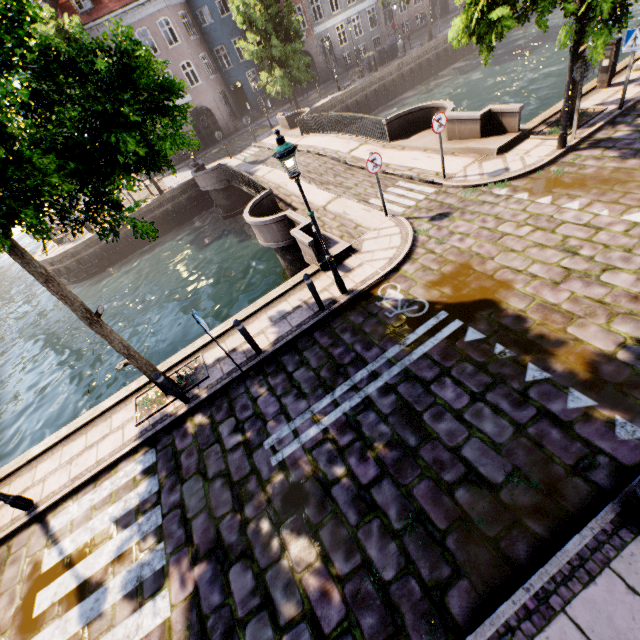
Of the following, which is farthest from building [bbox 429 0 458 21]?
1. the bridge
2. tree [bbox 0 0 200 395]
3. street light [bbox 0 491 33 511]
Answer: street light [bbox 0 491 33 511]

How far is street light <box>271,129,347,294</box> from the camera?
5.8m

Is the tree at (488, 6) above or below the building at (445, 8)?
above

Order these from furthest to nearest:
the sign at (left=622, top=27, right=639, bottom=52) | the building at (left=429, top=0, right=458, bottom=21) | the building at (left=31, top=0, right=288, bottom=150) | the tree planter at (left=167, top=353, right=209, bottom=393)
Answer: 1. the building at (left=429, top=0, right=458, bottom=21)
2. the building at (left=31, top=0, right=288, bottom=150)
3. the sign at (left=622, top=27, right=639, bottom=52)
4. the tree planter at (left=167, top=353, right=209, bottom=393)

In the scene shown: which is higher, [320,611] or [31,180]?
[31,180]

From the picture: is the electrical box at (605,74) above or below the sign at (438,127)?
below

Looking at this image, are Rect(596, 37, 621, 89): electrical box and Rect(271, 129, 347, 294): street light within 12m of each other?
yes

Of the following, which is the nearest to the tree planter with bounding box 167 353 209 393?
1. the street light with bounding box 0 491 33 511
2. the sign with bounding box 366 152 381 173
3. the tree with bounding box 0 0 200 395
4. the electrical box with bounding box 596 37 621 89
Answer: the tree with bounding box 0 0 200 395
